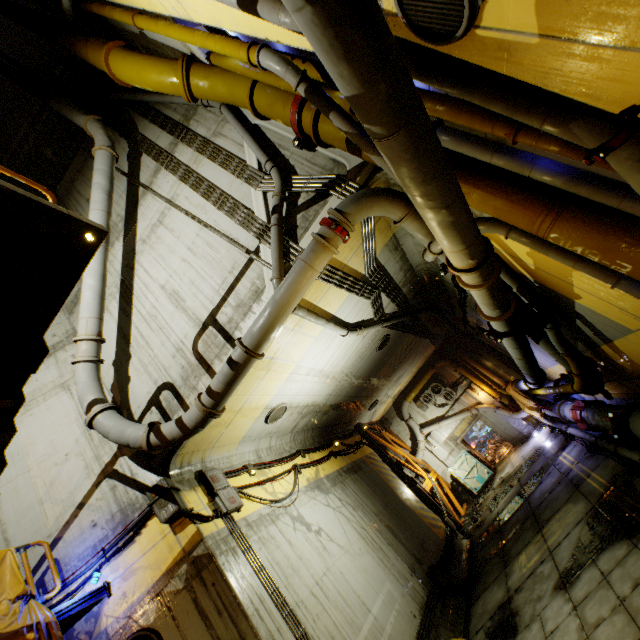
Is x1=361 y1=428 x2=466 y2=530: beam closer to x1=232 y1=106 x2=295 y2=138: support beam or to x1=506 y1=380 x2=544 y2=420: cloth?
x1=506 y1=380 x2=544 y2=420: cloth

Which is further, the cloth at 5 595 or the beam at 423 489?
the beam at 423 489

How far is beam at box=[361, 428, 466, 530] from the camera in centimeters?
1614cm

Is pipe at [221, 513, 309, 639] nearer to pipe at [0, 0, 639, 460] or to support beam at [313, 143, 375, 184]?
pipe at [0, 0, 639, 460]

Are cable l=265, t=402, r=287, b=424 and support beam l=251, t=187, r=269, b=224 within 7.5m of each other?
yes

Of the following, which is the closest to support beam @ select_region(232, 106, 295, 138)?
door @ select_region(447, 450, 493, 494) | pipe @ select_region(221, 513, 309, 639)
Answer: pipe @ select_region(221, 513, 309, 639)

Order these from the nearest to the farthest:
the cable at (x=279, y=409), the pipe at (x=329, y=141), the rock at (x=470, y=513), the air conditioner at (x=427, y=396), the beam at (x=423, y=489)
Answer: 1. the pipe at (x=329, y=141)
2. the cable at (x=279, y=409)
3. the rock at (x=470, y=513)
4. the beam at (x=423, y=489)
5. the air conditioner at (x=427, y=396)

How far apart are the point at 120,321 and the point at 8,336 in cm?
472
